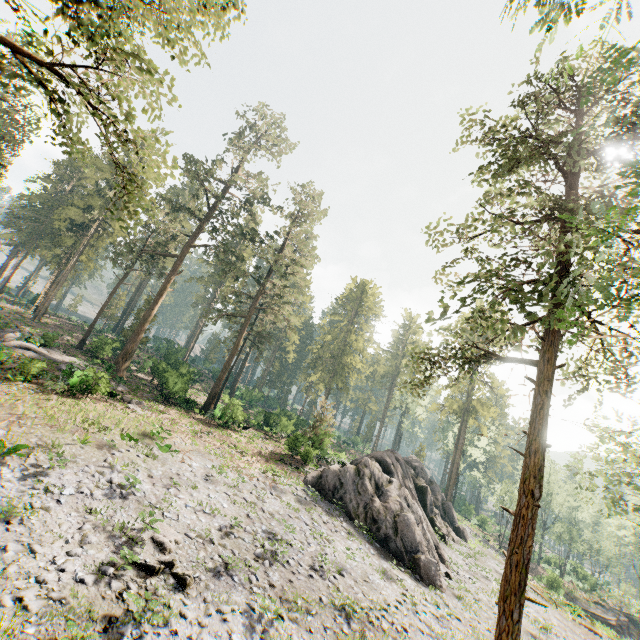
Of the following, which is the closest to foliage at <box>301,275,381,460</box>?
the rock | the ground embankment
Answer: the rock

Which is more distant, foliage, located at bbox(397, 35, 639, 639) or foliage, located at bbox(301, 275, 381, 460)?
foliage, located at bbox(301, 275, 381, 460)

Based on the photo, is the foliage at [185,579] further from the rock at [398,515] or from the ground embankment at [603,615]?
the ground embankment at [603,615]

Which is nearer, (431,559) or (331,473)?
(431,559)

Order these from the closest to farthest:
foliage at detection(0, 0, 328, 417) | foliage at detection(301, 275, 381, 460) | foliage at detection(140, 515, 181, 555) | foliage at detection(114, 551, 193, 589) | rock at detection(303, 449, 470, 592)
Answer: foliage at detection(0, 0, 328, 417), foliage at detection(114, 551, 193, 589), foliage at detection(140, 515, 181, 555), rock at detection(303, 449, 470, 592), foliage at detection(301, 275, 381, 460)

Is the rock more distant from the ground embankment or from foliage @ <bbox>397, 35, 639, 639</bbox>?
the ground embankment
